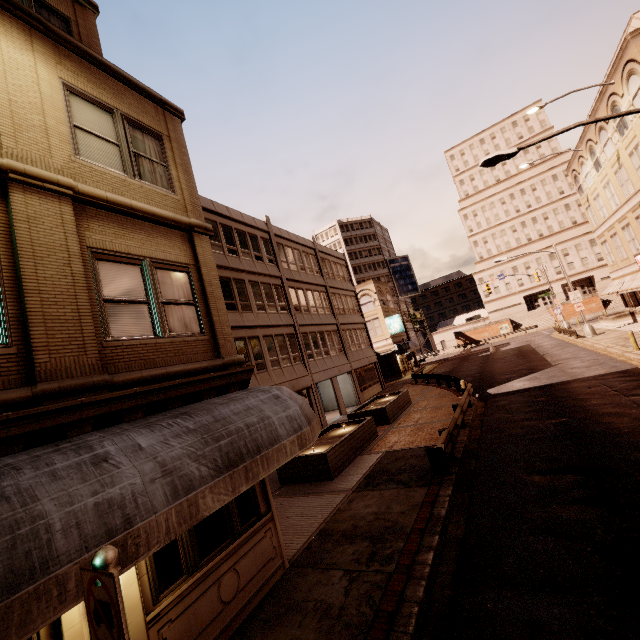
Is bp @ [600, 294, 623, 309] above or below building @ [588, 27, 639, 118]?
below

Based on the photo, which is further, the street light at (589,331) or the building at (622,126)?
the street light at (589,331)

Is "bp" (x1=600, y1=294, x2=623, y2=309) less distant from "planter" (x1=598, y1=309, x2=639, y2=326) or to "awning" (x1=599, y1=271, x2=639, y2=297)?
"awning" (x1=599, y1=271, x2=639, y2=297)

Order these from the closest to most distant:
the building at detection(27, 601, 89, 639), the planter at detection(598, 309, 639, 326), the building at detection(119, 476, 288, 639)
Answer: the building at detection(27, 601, 89, 639) < the building at detection(119, 476, 288, 639) < the planter at detection(598, 309, 639, 326)

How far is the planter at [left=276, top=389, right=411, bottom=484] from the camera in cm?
1193

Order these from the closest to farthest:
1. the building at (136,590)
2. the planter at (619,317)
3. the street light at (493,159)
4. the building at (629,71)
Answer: the building at (136,590), the street light at (493,159), the building at (629,71), the planter at (619,317)

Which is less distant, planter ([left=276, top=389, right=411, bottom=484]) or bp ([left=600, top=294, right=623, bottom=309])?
planter ([left=276, top=389, right=411, bottom=484])

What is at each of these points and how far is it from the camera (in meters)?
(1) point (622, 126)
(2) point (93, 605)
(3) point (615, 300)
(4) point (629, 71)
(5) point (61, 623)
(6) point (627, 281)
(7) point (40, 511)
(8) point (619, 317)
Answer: (1) building, 23.97
(2) sign, 2.42
(3) bp, 55.81
(4) building, 21.00
(5) building, 3.90
(6) awning, 30.72
(7) awning, 3.10
(8) planter, 31.53
